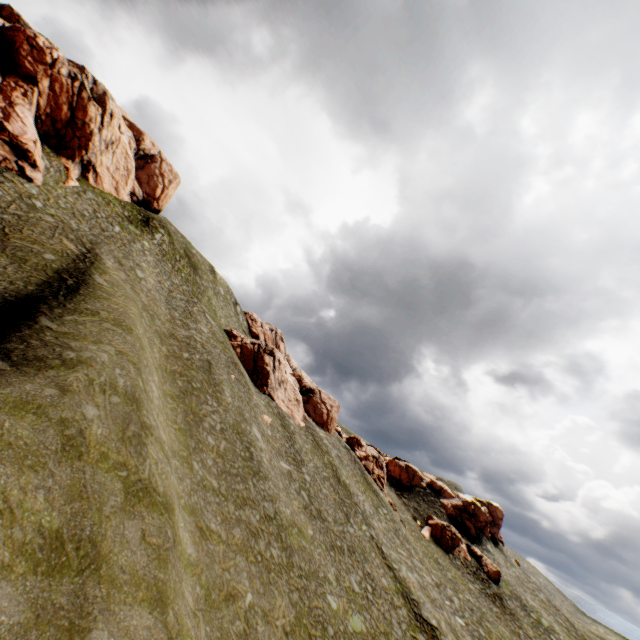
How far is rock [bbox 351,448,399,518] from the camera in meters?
51.7 m

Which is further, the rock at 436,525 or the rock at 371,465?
the rock at 436,525

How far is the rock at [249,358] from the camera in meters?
46.9 m

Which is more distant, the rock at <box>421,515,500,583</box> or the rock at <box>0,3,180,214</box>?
the rock at <box>421,515,500,583</box>

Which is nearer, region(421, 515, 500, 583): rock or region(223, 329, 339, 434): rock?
region(223, 329, 339, 434): rock

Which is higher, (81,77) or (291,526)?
(81,77)
